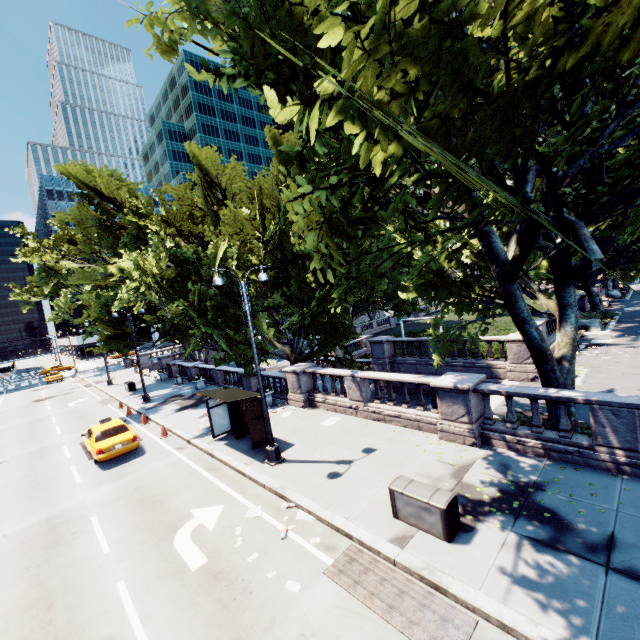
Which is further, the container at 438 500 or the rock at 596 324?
the rock at 596 324

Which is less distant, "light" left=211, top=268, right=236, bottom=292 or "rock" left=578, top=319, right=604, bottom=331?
"light" left=211, top=268, right=236, bottom=292

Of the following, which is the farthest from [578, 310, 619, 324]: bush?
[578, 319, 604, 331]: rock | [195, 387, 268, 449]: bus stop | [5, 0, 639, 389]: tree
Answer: A: [195, 387, 268, 449]: bus stop

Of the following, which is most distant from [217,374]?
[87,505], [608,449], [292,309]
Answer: [608,449]

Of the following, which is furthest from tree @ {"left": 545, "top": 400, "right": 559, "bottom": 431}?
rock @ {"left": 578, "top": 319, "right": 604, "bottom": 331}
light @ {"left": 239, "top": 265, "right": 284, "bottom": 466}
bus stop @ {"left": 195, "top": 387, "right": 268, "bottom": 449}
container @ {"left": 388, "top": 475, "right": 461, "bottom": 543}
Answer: container @ {"left": 388, "top": 475, "right": 461, "bottom": 543}

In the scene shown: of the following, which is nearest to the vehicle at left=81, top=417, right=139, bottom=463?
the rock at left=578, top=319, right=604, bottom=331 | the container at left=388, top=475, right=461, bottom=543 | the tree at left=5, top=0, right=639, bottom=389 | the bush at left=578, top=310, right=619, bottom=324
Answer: the tree at left=5, top=0, right=639, bottom=389

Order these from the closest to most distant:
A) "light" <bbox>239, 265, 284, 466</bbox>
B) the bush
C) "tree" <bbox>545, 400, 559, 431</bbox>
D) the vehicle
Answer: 1. "tree" <bbox>545, 400, 559, 431</bbox>
2. "light" <bbox>239, 265, 284, 466</bbox>
3. the vehicle
4. the bush

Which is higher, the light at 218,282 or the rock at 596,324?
the light at 218,282
